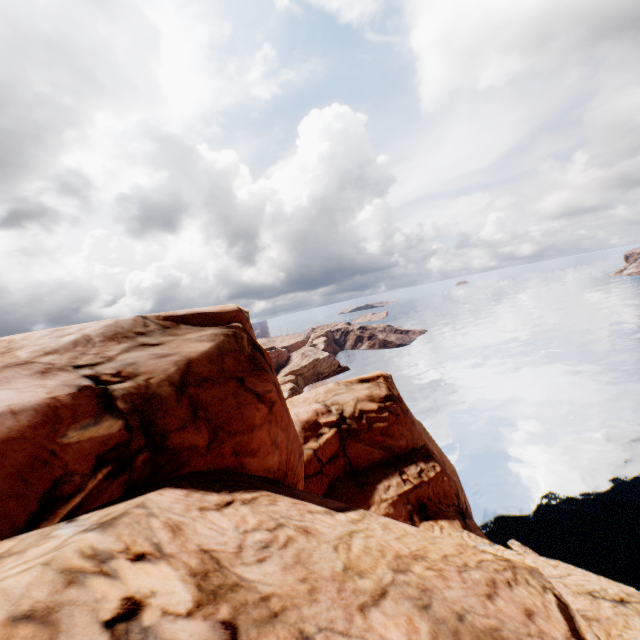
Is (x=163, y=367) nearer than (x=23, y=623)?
No
